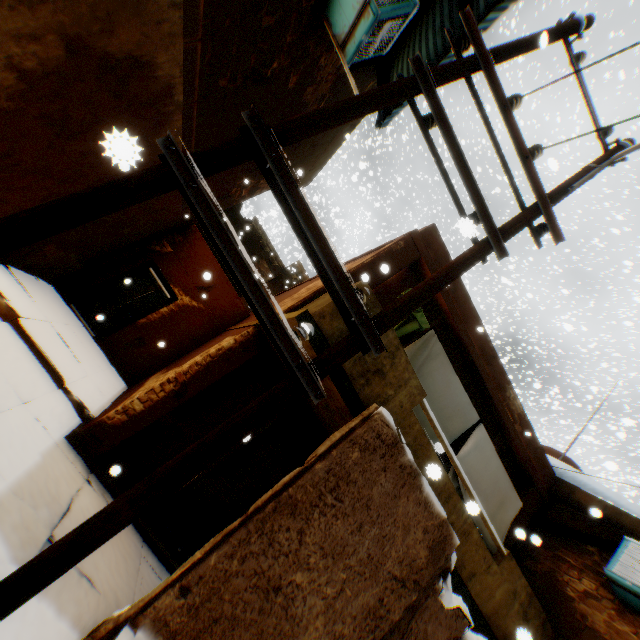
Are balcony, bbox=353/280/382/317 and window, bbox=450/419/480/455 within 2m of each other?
yes

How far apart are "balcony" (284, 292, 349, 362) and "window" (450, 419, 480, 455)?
1.14m

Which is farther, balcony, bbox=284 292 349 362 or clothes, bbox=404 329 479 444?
clothes, bbox=404 329 479 444

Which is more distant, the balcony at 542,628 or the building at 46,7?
the balcony at 542,628

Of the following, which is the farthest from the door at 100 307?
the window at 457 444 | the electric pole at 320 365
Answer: the electric pole at 320 365

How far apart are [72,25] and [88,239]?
5.4m

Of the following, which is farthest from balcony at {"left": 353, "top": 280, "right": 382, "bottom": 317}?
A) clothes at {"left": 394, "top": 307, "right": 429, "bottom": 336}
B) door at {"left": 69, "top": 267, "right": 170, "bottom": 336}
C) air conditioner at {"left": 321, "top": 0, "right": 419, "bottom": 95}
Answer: door at {"left": 69, "top": 267, "right": 170, "bottom": 336}

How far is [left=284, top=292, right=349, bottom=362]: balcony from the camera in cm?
395
